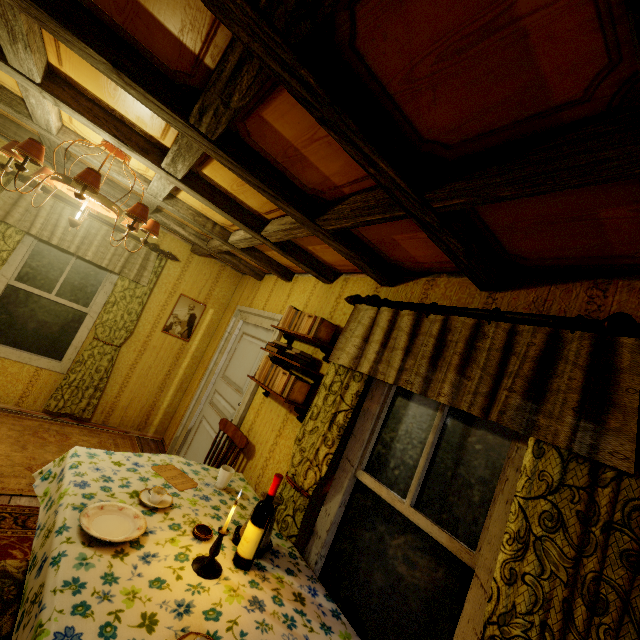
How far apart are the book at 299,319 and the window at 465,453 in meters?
0.8

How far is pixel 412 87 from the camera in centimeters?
106cm

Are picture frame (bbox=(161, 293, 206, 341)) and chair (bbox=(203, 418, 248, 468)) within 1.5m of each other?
no

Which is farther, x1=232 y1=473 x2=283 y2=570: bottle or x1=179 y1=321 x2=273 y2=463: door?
x1=179 y1=321 x2=273 y2=463: door

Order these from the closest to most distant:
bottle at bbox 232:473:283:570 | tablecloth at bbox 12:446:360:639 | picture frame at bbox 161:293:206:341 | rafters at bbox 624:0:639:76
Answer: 1. rafters at bbox 624:0:639:76
2. tablecloth at bbox 12:446:360:639
3. bottle at bbox 232:473:283:570
4. picture frame at bbox 161:293:206:341

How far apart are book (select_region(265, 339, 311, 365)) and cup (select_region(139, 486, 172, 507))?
1.3 meters

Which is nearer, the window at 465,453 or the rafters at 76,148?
the window at 465,453

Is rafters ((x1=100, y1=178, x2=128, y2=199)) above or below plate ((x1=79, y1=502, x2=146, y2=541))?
above
